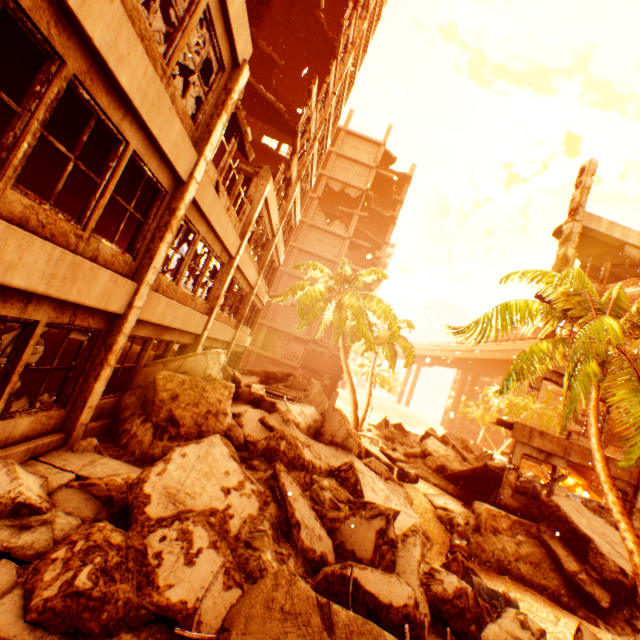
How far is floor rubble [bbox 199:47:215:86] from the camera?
7.5m

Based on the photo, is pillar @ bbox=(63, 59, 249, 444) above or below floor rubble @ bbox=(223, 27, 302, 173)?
below

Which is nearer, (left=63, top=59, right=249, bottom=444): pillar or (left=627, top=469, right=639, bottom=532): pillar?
(left=63, top=59, right=249, bottom=444): pillar

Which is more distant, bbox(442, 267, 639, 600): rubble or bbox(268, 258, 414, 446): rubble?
bbox(268, 258, 414, 446): rubble

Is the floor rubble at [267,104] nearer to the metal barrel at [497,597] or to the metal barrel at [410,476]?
the metal barrel at [497,597]

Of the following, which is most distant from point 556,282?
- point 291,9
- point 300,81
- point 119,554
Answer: point 300,81

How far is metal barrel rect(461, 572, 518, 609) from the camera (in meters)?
5.53

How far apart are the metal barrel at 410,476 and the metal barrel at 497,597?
6.4m
